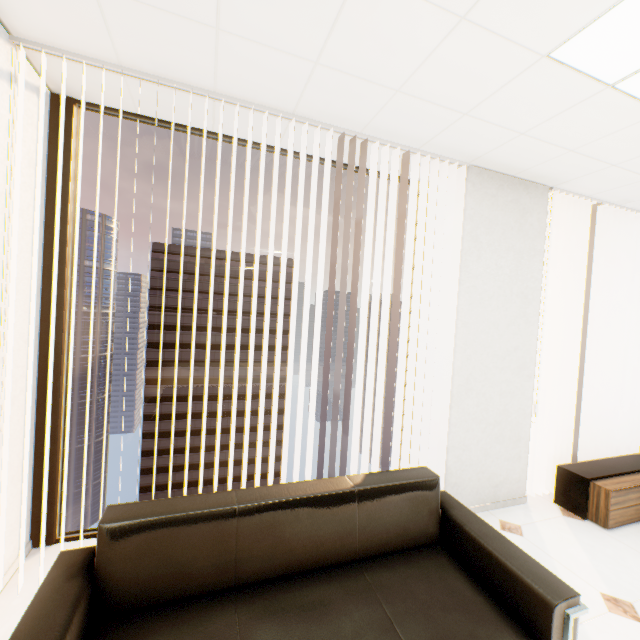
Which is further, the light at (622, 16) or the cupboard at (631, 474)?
the cupboard at (631, 474)

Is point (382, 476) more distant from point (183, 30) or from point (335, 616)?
point (183, 30)

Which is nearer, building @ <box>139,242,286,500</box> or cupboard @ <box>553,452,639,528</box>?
cupboard @ <box>553,452,639,528</box>

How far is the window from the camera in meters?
2.1

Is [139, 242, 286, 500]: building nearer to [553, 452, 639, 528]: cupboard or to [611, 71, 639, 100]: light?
[553, 452, 639, 528]: cupboard

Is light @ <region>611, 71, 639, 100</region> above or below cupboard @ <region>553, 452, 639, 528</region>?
above

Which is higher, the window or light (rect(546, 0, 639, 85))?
light (rect(546, 0, 639, 85))

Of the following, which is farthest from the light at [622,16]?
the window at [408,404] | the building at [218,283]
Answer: the building at [218,283]
